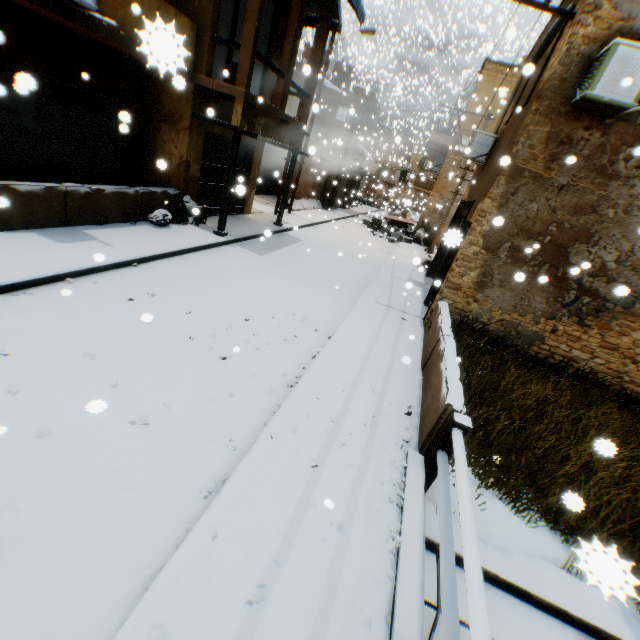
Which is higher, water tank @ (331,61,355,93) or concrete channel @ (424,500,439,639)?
water tank @ (331,61,355,93)

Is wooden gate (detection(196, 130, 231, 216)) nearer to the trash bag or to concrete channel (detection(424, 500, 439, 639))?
the trash bag

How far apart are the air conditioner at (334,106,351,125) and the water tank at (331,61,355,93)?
4.8m

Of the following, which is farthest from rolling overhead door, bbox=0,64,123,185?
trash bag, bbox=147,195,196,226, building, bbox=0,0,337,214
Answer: trash bag, bbox=147,195,196,226

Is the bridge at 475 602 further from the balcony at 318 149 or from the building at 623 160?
the balcony at 318 149

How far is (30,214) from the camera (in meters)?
6.67

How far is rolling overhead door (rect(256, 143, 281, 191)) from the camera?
20.5m

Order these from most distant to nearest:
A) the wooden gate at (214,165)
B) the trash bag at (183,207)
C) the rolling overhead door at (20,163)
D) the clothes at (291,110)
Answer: the clothes at (291,110)
the wooden gate at (214,165)
the trash bag at (183,207)
the rolling overhead door at (20,163)
